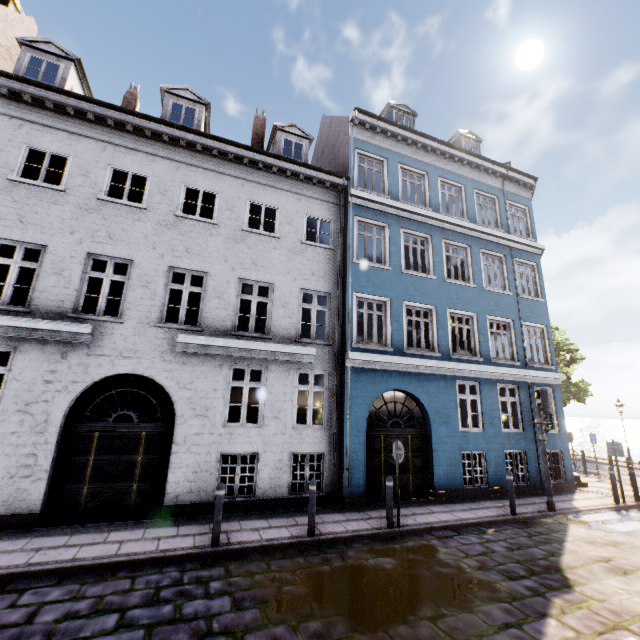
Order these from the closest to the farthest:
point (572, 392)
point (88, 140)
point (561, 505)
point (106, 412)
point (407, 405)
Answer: point (88, 140)
point (561, 505)
point (106, 412)
point (572, 392)
point (407, 405)

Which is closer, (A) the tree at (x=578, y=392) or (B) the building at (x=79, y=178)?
(B) the building at (x=79, y=178)

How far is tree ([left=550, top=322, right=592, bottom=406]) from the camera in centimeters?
2286cm

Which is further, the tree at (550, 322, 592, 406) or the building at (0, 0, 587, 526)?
the tree at (550, 322, 592, 406)

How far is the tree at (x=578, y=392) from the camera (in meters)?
22.86
